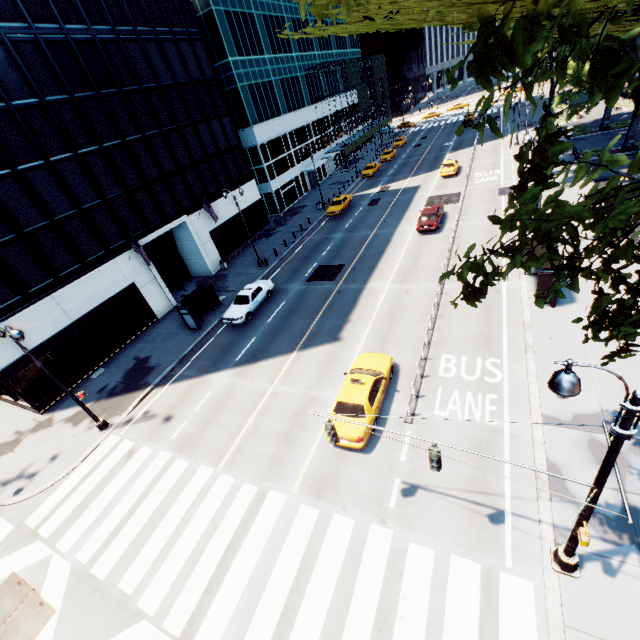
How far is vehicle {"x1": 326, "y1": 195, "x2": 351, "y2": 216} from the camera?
37.94m

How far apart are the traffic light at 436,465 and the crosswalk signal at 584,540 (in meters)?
3.08

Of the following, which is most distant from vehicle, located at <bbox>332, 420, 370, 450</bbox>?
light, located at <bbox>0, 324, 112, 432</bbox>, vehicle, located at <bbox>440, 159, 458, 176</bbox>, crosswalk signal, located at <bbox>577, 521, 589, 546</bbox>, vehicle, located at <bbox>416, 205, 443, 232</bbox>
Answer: vehicle, located at <bbox>440, 159, 458, 176</bbox>

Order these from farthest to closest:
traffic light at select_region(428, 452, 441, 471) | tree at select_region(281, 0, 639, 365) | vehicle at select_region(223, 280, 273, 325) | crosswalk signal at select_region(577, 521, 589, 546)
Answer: vehicle at select_region(223, 280, 273, 325), traffic light at select_region(428, 452, 441, 471), crosswalk signal at select_region(577, 521, 589, 546), tree at select_region(281, 0, 639, 365)

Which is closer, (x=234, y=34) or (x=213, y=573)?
(x=213, y=573)

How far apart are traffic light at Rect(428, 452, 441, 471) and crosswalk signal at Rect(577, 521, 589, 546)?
3.1 meters

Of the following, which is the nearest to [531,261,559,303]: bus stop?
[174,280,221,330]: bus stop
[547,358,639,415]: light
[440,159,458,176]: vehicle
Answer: [547,358,639,415]: light

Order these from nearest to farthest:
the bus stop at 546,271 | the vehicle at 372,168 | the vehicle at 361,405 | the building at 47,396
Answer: the vehicle at 361,405
the bus stop at 546,271
the building at 47,396
the vehicle at 372,168
